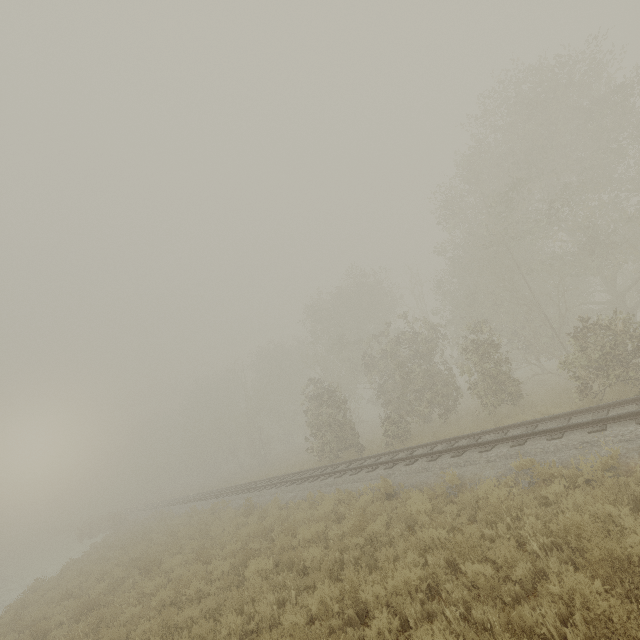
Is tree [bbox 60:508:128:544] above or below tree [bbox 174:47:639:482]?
below

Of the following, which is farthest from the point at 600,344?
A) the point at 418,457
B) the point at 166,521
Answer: the point at 166,521

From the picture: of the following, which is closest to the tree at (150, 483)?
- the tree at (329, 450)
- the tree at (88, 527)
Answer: the tree at (88, 527)

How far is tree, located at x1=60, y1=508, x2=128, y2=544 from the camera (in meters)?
30.34

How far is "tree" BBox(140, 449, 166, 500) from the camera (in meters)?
57.25

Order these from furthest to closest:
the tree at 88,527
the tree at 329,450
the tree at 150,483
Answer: the tree at 150,483 → the tree at 88,527 → the tree at 329,450

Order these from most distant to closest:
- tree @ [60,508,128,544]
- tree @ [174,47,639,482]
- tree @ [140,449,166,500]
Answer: tree @ [140,449,166,500] < tree @ [60,508,128,544] < tree @ [174,47,639,482]

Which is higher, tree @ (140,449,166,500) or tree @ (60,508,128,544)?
tree @ (140,449,166,500)
